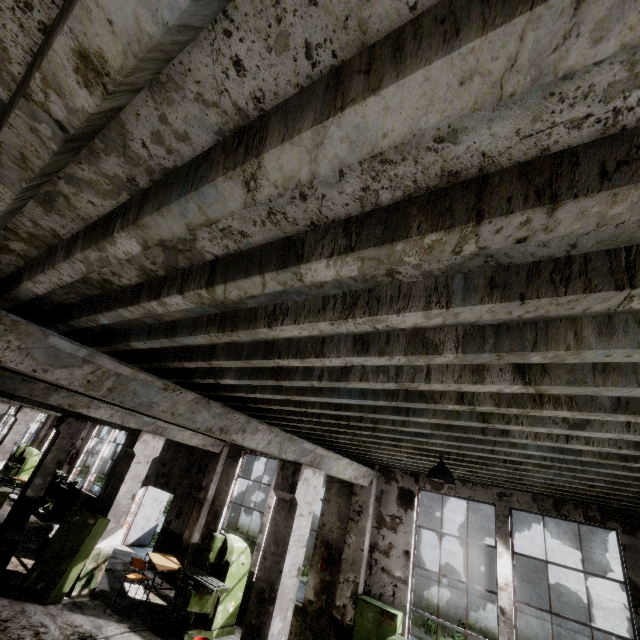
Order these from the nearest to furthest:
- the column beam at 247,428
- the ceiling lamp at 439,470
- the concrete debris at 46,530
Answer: the column beam at 247,428 < the ceiling lamp at 439,470 < the concrete debris at 46,530

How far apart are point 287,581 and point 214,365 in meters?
4.4

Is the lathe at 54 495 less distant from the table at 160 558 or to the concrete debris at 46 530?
the concrete debris at 46 530

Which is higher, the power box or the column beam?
the column beam

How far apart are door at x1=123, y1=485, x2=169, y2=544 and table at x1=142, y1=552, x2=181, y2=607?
4.2m

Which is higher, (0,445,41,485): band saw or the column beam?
the column beam

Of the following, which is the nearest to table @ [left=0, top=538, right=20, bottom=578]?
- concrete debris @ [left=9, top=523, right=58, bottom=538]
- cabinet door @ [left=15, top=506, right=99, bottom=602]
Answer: cabinet door @ [left=15, top=506, right=99, bottom=602]

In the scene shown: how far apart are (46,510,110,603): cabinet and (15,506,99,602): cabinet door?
0.01m
